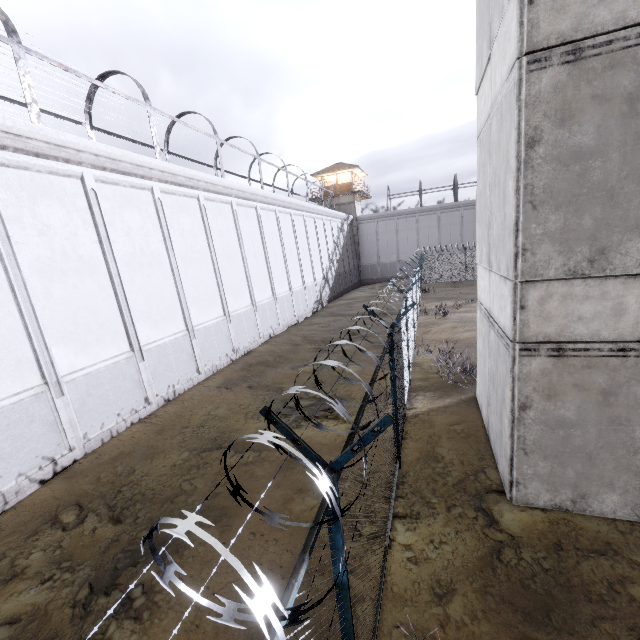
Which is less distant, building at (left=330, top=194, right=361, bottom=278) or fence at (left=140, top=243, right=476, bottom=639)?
fence at (left=140, top=243, right=476, bottom=639)

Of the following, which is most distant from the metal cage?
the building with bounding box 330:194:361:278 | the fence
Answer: the fence

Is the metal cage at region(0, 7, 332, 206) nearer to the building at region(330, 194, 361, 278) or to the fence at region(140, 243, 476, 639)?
the building at region(330, 194, 361, 278)

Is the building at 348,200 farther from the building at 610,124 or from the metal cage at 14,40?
the building at 610,124

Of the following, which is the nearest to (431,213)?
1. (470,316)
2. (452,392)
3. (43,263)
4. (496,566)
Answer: (470,316)

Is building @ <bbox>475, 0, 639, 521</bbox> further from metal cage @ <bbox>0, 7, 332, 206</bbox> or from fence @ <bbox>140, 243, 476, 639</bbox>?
metal cage @ <bbox>0, 7, 332, 206</bbox>

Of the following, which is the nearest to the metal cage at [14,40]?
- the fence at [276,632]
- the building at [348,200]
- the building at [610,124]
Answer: the building at [348,200]

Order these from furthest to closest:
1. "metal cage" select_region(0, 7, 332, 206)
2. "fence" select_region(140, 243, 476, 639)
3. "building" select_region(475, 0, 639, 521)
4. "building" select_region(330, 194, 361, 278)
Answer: "building" select_region(330, 194, 361, 278) < "metal cage" select_region(0, 7, 332, 206) < "building" select_region(475, 0, 639, 521) < "fence" select_region(140, 243, 476, 639)
